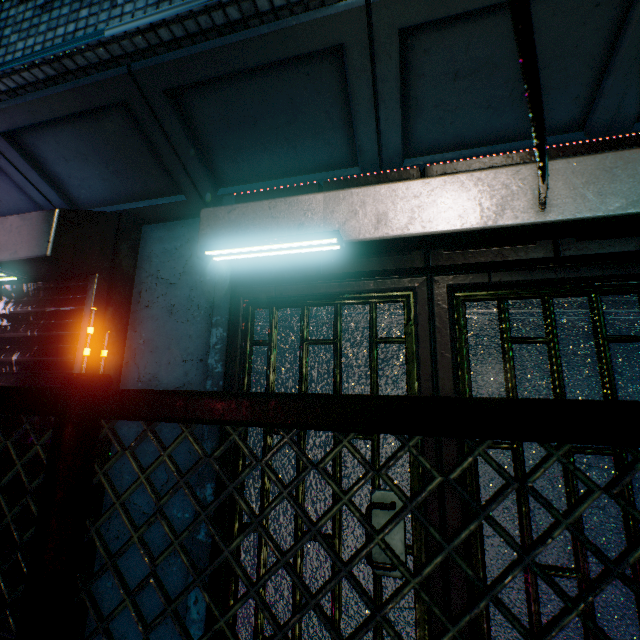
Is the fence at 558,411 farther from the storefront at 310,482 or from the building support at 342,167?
the building support at 342,167

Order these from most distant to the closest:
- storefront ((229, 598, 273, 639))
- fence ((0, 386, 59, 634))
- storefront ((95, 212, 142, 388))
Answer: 1. storefront ((95, 212, 142, 388))
2. storefront ((229, 598, 273, 639))
3. fence ((0, 386, 59, 634))

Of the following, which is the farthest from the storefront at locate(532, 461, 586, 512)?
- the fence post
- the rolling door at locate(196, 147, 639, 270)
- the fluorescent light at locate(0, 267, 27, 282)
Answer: the fluorescent light at locate(0, 267, 27, 282)

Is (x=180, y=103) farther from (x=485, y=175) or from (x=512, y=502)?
(x=512, y=502)

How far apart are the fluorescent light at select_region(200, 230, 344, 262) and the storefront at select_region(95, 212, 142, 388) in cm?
95

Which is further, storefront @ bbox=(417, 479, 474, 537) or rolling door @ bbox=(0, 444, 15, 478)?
rolling door @ bbox=(0, 444, 15, 478)

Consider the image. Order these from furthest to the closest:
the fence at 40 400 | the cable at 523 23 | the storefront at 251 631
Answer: the storefront at 251 631
the fence at 40 400
the cable at 523 23
